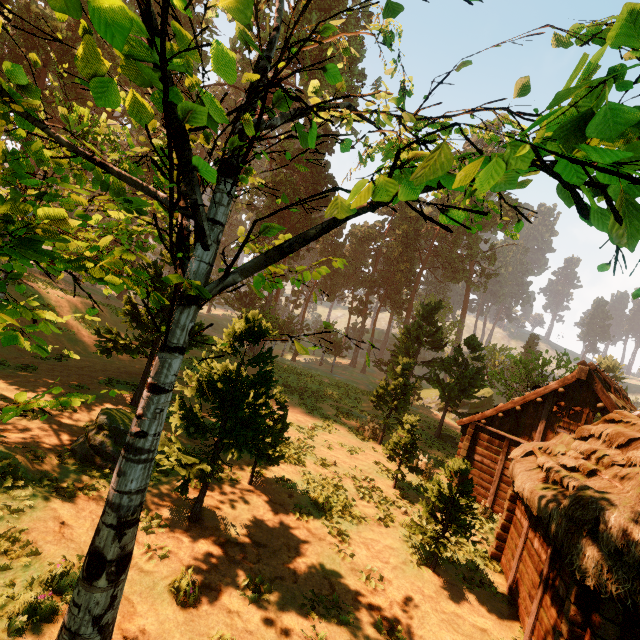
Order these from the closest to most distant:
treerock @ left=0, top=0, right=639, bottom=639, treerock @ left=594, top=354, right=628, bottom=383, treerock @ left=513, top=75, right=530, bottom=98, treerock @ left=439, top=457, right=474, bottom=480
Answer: treerock @ left=0, top=0, right=639, bottom=639
treerock @ left=513, top=75, right=530, bottom=98
treerock @ left=439, top=457, right=474, bottom=480
treerock @ left=594, top=354, right=628, bottom=383

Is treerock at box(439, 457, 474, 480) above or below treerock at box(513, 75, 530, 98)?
below

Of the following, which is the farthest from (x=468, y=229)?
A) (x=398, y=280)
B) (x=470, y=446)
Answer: (x=398, y=280)

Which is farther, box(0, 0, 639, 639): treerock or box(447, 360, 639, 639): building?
box(447, 360, 639, 639): building

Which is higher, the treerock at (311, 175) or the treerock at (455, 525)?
the treerock at (311, 175)

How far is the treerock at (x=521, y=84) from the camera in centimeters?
422cm

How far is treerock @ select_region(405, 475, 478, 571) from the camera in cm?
964
